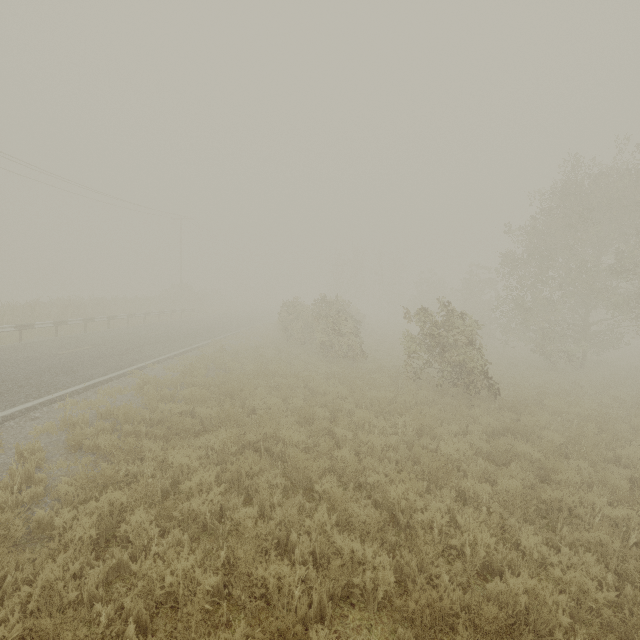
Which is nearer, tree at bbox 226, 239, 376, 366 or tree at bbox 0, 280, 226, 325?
tree at bbox 226, 239, 376, 366

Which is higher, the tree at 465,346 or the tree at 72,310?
the tree at 465,346

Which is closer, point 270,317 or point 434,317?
point 434,317

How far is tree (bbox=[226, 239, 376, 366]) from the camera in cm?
1653

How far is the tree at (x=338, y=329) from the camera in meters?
16.5 m

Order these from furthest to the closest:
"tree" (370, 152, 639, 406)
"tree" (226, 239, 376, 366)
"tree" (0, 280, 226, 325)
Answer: "tree" (0, 280, 226, 325), "tree" (226, 239, 376, 366), "tree" (370, 152, 639, 406)

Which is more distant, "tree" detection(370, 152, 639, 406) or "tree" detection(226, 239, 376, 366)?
"tree" detection(226, 239, 376, 366)
